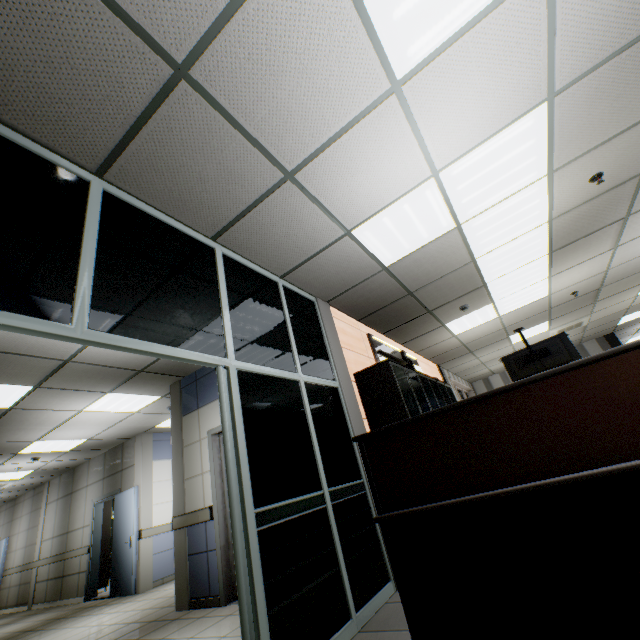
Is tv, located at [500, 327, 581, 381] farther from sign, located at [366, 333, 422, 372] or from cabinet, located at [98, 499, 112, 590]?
cabinet, located at [98, 499, 112, 590]

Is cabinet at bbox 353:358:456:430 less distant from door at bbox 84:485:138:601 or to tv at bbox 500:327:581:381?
tv at bbox 500:327:581:381

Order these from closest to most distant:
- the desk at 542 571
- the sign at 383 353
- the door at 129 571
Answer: the desk at 542 571
the sign at 383 353
the door at 129 571

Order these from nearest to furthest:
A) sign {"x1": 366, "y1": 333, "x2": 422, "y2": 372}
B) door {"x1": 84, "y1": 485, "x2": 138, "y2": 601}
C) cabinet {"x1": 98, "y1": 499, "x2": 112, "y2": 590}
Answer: sign {"x1": 366, "y1": 333, "x2": 422, "y2": 372} → door {"x1": 84, "y1": 485, "x2": 138, "y2": 601} → cabinet {"x1": 98, "y1": 499, "x2": 112, "y2": 590}

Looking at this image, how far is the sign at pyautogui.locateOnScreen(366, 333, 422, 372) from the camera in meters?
5.4

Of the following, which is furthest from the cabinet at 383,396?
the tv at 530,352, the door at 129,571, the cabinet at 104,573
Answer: the cabinet at 104,573

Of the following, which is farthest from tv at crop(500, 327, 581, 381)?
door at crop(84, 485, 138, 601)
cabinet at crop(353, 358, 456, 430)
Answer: door at crop(84, 485, 138, 601)

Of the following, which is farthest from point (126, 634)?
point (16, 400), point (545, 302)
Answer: point (545, 302)
